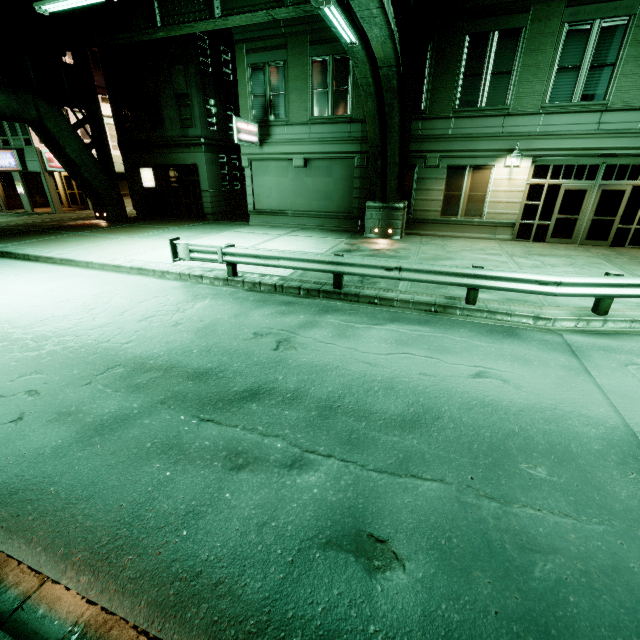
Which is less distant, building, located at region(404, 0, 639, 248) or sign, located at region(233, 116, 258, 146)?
building, located at region(404, 0, 639, 248)

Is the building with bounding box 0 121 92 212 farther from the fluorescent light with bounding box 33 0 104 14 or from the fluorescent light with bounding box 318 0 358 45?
the fluorescent light with bounding box 318 0 358 45

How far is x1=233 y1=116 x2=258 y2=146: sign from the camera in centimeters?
1587cm

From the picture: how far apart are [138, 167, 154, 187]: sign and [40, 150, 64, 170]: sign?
7.5m

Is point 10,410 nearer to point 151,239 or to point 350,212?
point 151,239

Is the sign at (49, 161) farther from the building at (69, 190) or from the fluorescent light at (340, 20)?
the fluorescent light at (340, 20)

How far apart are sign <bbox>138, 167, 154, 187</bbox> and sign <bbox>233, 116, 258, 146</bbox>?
10.95m

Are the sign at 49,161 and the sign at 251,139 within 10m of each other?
no
